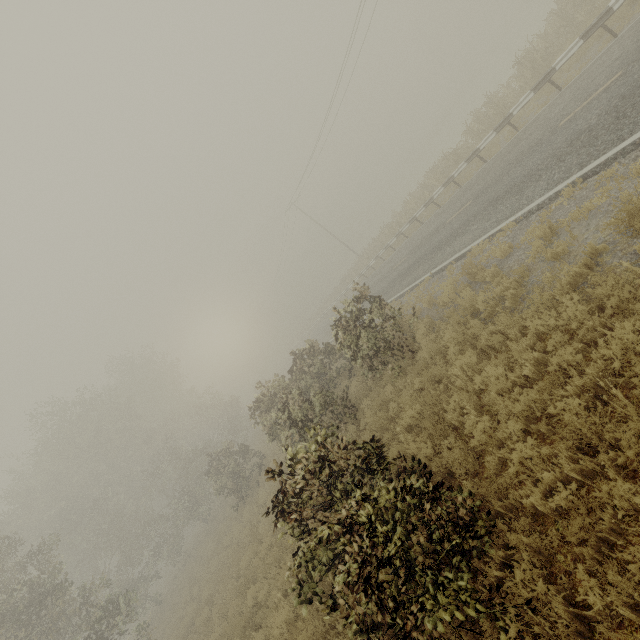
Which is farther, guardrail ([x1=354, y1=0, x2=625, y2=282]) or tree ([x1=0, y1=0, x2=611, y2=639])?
guardrail ([x1=354, y1=0, x2=625, y2=282])

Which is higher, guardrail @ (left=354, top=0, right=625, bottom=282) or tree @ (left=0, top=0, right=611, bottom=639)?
tree @ (left=0, top=0, right=611, bottom=639)

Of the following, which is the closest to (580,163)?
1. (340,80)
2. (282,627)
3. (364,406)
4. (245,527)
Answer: (364,406)

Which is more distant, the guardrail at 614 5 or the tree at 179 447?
the guardrail at 614 5

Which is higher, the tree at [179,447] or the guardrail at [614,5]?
the tree at [179,447]
